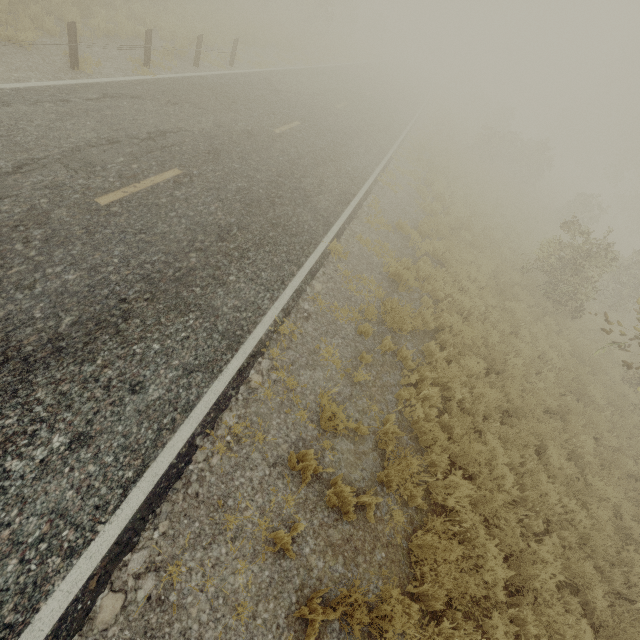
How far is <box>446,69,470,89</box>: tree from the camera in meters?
57.8

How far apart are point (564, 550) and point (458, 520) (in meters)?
2.71

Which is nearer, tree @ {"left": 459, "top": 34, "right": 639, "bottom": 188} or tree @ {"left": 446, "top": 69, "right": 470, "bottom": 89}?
tree @ {"left": 459, "top": 34, "right": 639, "bottom": 188}

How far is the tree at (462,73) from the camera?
57.8m

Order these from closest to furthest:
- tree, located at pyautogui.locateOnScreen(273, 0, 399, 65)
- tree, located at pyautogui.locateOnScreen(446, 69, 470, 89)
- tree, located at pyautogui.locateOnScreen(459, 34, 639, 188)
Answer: tree, located at pyautogui.locateOnScreen(273, 0, 399, 65), tree, located at pyautogui.locateOnScreen(459, 34, 639, 188), tree, located at pyautogui.locateOnScreen(446, 69, 470, 89)

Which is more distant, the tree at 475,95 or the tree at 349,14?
the tree at 475,95
